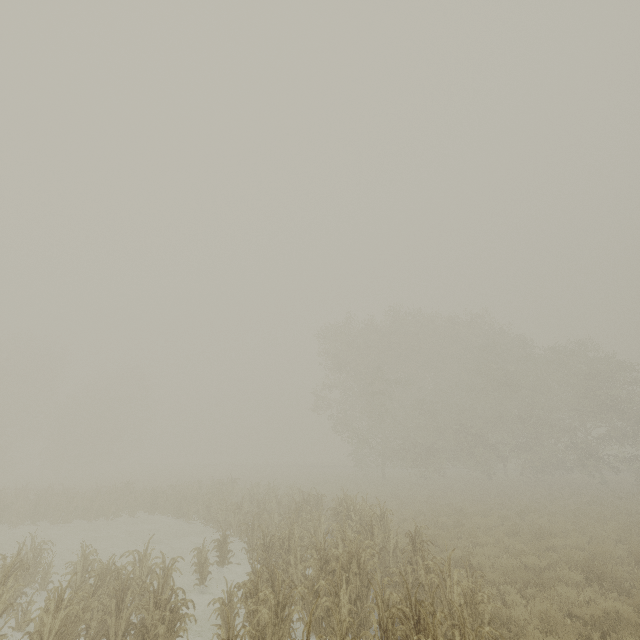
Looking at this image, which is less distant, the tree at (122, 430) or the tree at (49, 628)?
the tree at (49, 628)

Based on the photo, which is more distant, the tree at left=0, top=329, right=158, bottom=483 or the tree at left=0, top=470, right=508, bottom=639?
the tree at left=0, top=329, right=158, bottom=483

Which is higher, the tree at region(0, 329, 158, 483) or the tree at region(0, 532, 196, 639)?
the tree at region(0, 329, 158, 483)

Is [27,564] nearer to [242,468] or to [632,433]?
[632,433]
